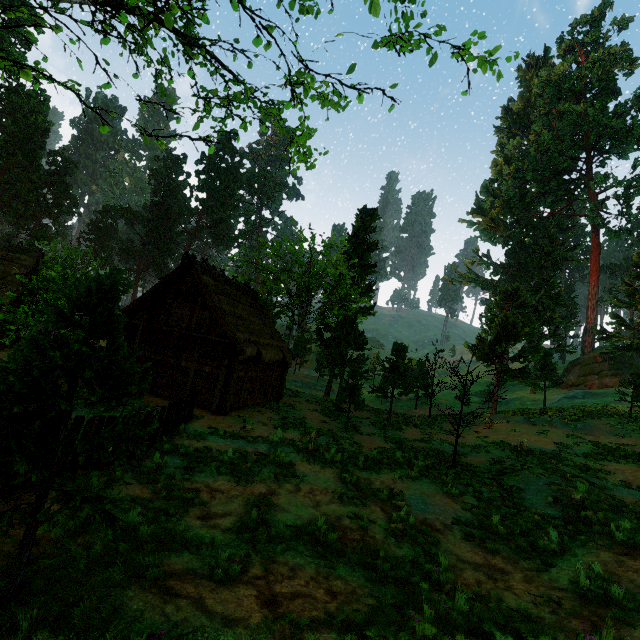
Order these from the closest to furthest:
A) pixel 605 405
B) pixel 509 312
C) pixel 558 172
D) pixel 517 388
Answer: pixel 509 312 → pixel 605 405 → pixel 558 172 → pixel 517 388

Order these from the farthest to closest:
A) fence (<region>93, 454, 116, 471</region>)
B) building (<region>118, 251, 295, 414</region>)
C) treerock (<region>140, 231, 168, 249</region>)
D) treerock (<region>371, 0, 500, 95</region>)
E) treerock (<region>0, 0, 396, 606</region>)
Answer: treerock (<region>140, 231, 168, 249</region>)
building (<region>118, 251, 295, 414</region>)
fence (<region>93, 454, 116, 471</region>)
treerock (<region>371, 0, 500, 95</region>)
treerock (<region>0, 0, 396, 606</region>)

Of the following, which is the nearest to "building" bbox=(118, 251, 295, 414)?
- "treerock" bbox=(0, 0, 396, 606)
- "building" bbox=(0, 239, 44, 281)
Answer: "treerock" bbox=(0, 0, 396, 606)

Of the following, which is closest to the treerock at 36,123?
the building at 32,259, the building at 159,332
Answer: the building at 32,259

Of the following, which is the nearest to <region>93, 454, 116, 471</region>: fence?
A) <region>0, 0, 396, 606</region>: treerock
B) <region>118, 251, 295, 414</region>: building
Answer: <region>0, 0, 396, 606</region>: treerock

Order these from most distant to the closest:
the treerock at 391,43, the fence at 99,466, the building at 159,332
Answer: the building at 159,332 < the fence at 99,466 < the treerock at 391,43
